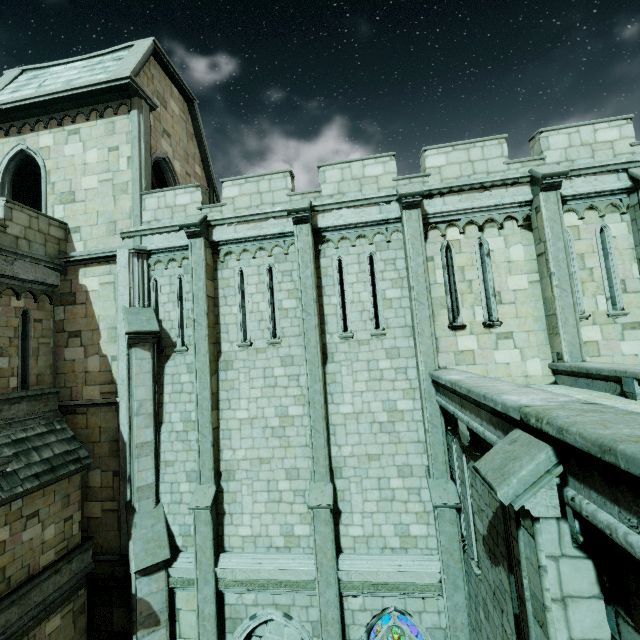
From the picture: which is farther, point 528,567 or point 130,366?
point 130,366

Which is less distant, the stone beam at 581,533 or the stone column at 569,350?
the stone beam at 581,533

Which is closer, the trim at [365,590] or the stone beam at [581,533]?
the stone beam at [581,533]

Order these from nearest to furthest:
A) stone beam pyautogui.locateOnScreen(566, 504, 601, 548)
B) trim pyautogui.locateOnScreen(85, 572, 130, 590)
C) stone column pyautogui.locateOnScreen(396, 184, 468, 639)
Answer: stone beam pyautogui.locateOnScreen(566, 504, 601, 548), stone column pyautogui.locateOnScreen(396, 184, 468, 639), trim pyautogui.locateOnScreen(85, 572, 130, 590)

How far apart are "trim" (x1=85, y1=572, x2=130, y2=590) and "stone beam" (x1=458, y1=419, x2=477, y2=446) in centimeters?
1012cm

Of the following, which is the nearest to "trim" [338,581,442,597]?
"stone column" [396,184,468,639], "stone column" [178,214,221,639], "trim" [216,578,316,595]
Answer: "stone column" [396,184,468,639]

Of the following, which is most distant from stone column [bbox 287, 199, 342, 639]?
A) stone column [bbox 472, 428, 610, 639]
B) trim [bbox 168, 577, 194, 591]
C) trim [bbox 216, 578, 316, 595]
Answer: stone column [bbox 472, 428, 610, 639]

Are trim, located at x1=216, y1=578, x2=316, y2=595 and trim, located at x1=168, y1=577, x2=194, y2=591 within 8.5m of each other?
yes
